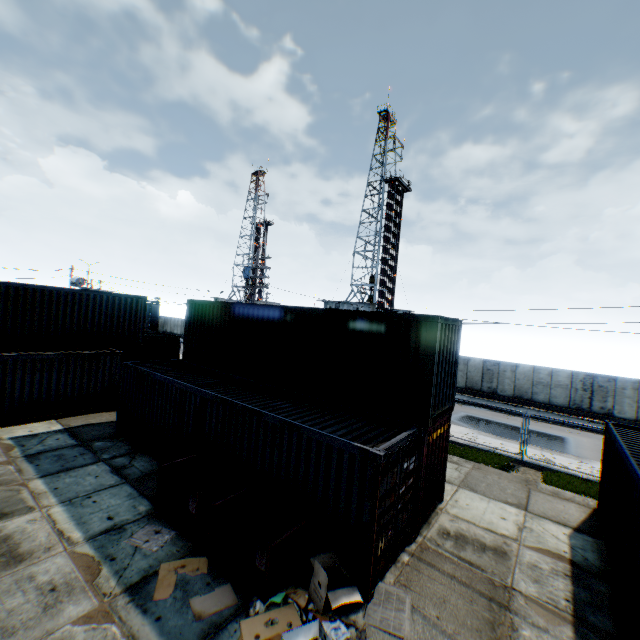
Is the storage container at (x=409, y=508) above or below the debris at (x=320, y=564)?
above

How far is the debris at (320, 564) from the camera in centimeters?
602cm

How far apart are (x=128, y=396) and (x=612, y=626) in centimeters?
1579cm

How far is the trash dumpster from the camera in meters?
6.4 m

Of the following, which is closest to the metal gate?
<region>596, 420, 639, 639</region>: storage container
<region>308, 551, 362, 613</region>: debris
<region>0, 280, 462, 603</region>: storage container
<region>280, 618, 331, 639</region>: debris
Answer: <region>0, 280, 462, 603</region>: storage container

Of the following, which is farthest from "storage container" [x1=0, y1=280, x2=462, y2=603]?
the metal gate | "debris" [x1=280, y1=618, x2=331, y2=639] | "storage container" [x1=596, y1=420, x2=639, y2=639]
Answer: the metal gate

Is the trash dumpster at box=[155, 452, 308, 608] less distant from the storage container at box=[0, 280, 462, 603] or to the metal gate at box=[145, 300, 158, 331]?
the storage container at box=[0, 280, 462, 603]

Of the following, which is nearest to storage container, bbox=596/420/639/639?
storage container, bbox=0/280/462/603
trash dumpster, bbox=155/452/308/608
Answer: storage container, bbox=0/280/462/603
